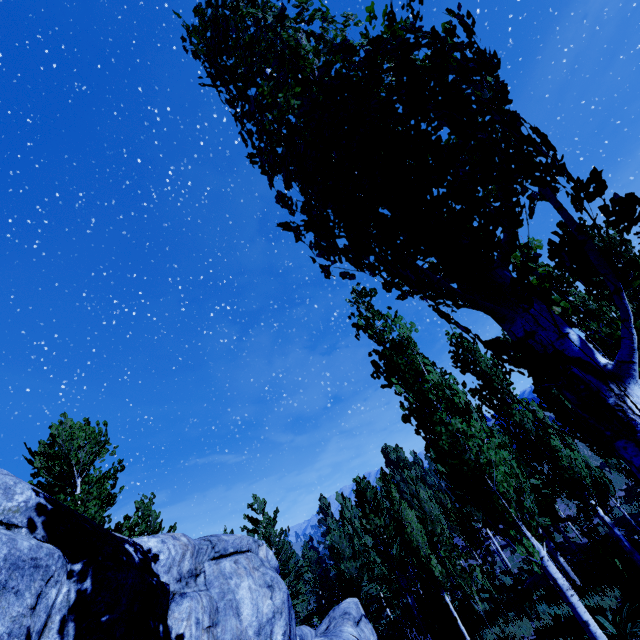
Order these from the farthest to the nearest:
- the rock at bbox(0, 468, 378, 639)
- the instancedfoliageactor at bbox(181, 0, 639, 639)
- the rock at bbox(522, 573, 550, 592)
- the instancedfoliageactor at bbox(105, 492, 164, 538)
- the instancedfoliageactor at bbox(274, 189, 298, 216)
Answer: the rock at bbox(522, 573, 550, 592), the instancedfoliageactor at bbox(105, 492, 164, 538), the rock at bbox(0, 468, 378, 639), the instancedfoliageactor at bbox(274, 189, 298, 216), the instancedfoliageactor at bbox(181, 0, 639, 639)

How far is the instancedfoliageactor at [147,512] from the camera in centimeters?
1007cm

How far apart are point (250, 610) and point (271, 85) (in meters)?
7.60

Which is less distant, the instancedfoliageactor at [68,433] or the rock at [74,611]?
the rock at [74,611]

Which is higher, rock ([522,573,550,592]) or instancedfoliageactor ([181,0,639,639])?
instancedfoliageactor ([181,0,639,639])

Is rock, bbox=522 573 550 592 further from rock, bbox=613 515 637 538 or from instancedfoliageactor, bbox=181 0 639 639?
rock, bbox=613 515 637 538

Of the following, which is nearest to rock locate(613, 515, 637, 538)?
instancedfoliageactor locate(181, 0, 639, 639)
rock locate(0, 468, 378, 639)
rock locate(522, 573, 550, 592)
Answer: instancedfoliageactor locate(181, 0, 639, 639)

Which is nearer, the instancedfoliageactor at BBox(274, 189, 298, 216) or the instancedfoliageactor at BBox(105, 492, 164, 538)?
the instancedfoliageactor at BBox(274, 189, 298, 216)
